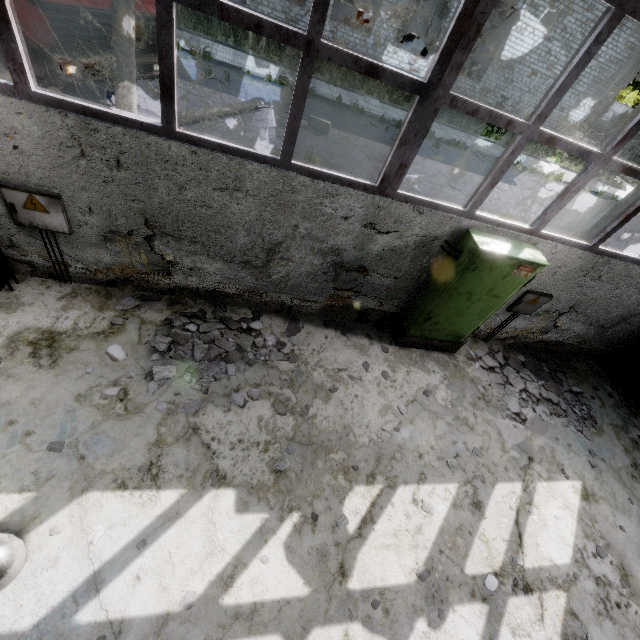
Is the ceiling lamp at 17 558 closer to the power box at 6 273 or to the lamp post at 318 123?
the power box at 6 273

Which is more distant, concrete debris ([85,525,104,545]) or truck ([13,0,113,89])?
truck ([13,0,113,89])

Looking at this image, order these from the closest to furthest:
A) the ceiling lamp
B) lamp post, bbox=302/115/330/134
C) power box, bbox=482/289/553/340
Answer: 1. the ceiling lamp
2. power box, bbox=482/289/553/340
3. lamp post, bbox=302/115/330/134

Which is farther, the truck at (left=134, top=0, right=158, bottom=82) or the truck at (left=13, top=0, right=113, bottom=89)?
the truck at (left=134, top=0, right=158, bottom=82)

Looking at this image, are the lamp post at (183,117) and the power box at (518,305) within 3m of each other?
no

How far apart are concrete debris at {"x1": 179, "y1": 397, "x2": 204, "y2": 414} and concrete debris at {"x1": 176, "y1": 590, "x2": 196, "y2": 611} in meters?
1.9

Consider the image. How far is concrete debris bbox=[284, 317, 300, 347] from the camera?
5.6m

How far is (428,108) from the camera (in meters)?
3.59
